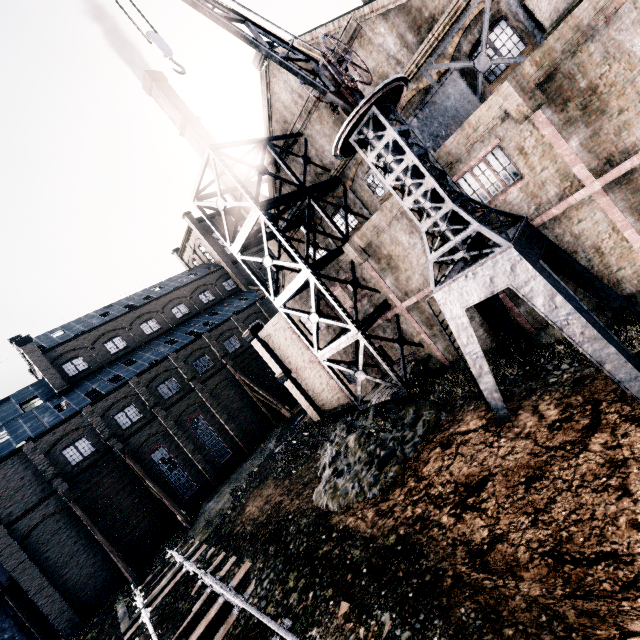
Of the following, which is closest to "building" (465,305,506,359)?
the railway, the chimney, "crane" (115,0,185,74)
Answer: the chimney

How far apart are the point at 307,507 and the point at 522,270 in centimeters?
1358cm

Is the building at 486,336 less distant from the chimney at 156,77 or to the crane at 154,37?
the chimney at 156,77

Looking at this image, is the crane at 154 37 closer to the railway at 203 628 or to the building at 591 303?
the building at 591 303

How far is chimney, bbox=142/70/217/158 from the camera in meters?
35.6 m

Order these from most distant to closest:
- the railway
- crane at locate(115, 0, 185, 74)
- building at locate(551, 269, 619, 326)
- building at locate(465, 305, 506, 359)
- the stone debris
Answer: building at locate(465, 305, 506, 359) < the stone debris < building at locate(551, 269, 619, 326) < the railway < crane at locate(115, 0, 185, 74)

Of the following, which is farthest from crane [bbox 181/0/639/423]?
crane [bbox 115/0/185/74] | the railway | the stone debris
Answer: the railway

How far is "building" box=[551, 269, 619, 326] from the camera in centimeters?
1197cm
